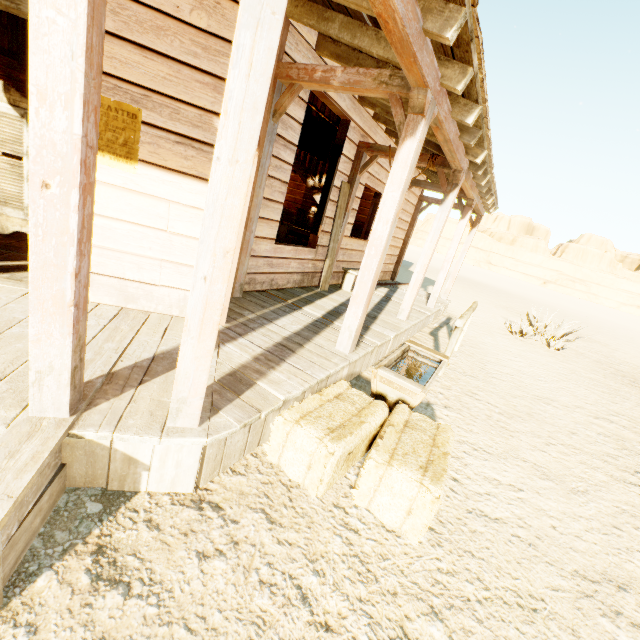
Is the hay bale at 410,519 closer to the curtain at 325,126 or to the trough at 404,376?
the trough at 404,376

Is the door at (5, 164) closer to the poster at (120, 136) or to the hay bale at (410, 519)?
the poster at (120, 136)

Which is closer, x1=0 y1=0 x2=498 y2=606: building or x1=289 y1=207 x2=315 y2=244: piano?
x1=0 y1=0 x2=498 y2=606: building

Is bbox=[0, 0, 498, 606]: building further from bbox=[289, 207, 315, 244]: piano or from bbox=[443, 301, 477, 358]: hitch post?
bbox=[443, 301, 477, 358]: hitch post

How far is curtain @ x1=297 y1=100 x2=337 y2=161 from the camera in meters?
4.8

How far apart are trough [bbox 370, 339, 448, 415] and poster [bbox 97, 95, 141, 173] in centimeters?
287cm

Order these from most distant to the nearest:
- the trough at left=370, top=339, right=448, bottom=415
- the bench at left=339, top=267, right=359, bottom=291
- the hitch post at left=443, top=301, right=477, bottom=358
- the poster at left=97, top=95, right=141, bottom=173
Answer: the bench at left=339, top=267, right=359, bottom=291
the hitch post at left=443, top=301, right=477, bottom=358
the trough at left=370, top=339, right=448, bottom=415
the poster at left=97, top=95, right=141, bottom=173

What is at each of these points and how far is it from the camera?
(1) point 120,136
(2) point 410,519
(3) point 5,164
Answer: (1) poster, 2.6 meters
(2) hay bale, 2.0 meters
(3) door, 2.6 meters
